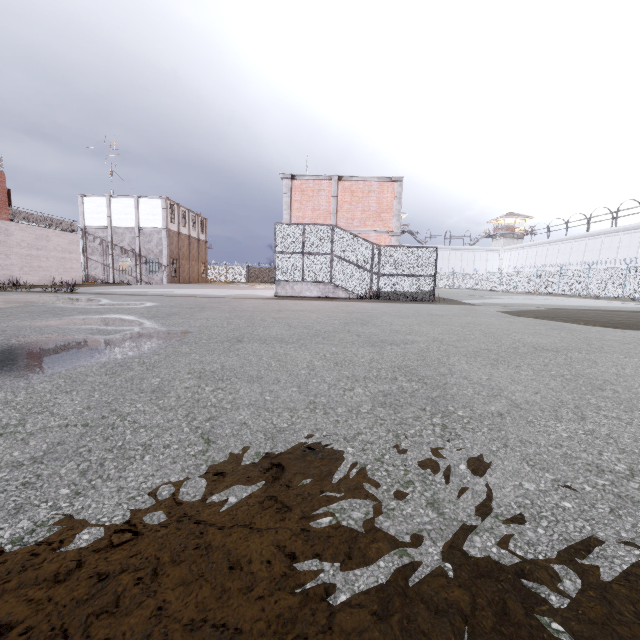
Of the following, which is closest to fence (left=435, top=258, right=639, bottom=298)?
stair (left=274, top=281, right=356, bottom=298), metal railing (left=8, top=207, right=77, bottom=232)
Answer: metal railing (left=8, top=207, right=77, bottom=232)

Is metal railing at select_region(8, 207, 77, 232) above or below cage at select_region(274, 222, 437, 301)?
above

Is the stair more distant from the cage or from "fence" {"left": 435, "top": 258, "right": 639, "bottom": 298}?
"fence" {"left": 435, "top": 258, "right": 639, "bottom": 298}

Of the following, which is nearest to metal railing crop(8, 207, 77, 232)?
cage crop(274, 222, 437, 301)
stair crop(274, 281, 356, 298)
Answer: cage crop(274, 222, 437, 301)

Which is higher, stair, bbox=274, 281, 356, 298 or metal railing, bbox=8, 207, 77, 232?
metal railing, bbox=8, 207, 77, 232

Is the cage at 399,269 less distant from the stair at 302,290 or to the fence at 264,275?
the stair at 302,290

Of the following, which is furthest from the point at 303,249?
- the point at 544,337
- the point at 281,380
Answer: the point at 281,380

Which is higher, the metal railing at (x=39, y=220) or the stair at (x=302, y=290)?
the metal railing at (x=39, y=220)
